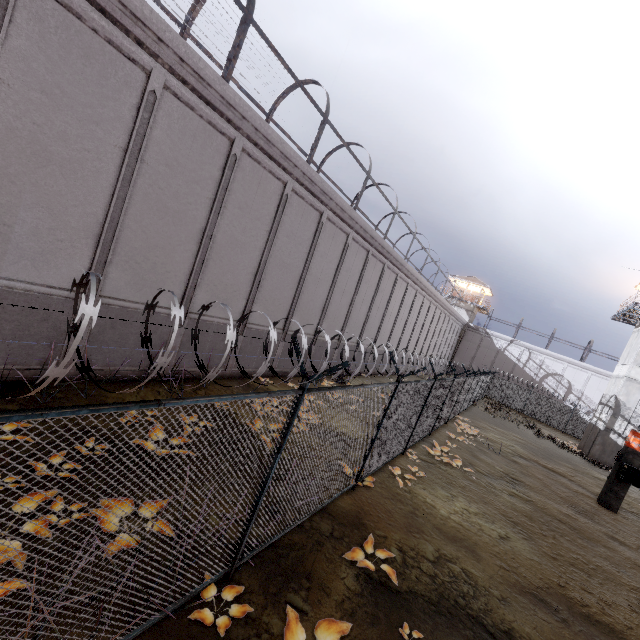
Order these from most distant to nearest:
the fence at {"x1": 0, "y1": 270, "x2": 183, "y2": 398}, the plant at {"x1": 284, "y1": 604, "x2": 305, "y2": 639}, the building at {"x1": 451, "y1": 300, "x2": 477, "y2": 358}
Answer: the building at {"x1": 451, "y1": 300, "x2": 477, "y2": 358}
the plant at {"x1": 284, "y1": 604, "x2": 305, "y2": 639}
the fence at {"x1": 0, "y1": 270, "x2": 183, "y2": 398}

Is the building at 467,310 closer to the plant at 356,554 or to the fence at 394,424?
the fence at 394,424

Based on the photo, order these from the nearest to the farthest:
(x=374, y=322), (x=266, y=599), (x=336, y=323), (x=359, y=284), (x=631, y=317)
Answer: (x=266, y=599), (x=336, y=323), (x=359, y=284), (x=374, y=322), (x=631, y=317)

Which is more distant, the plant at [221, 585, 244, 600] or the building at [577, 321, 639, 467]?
the building at [577, 321, 639, 467]

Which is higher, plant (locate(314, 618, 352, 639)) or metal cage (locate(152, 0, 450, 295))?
metal cage (locate(152, 0, 450, 295))

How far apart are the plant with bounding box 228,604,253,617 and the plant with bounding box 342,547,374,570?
1.99m

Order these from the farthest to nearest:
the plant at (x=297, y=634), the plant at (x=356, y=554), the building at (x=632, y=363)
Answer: the building at (x=632, y=363) < the plant at (x=356, y=554) < the plant at (x=297, y=634)

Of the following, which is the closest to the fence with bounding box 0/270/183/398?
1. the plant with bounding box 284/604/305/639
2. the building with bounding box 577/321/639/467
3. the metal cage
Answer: the plant with bounding box 284/604/305/639
